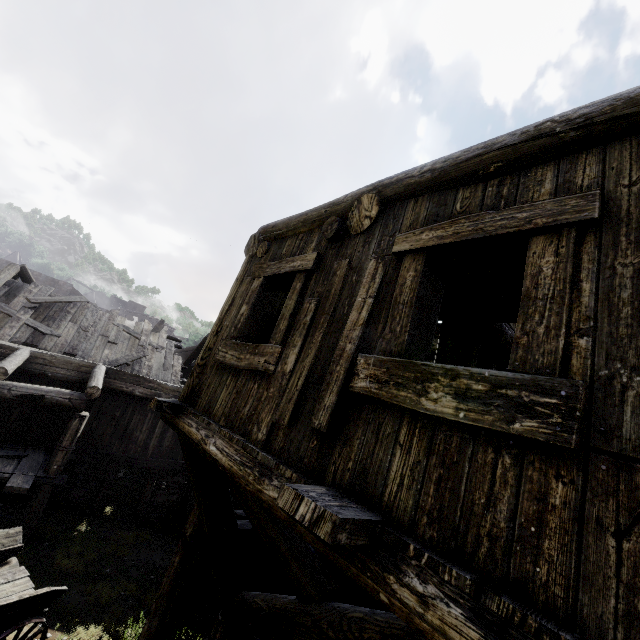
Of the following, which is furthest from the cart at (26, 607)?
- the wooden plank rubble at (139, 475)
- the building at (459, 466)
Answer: the wooden plank rubble at (139, 475)

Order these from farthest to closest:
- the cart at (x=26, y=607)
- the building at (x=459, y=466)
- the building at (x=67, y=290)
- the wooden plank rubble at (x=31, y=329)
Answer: the building at (x=67, y=290)
the wooden plank rubble at (x=31, y=329)
the cart at (x=26, y=607)
the building at (x=459, y=466)

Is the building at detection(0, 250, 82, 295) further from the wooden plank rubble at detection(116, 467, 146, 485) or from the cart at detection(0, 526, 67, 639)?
the cart at detection(0, 526, 67, 639)

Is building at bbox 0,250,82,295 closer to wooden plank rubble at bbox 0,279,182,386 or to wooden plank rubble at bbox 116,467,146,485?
wooden plank rubble at bbox 0,279,182,386

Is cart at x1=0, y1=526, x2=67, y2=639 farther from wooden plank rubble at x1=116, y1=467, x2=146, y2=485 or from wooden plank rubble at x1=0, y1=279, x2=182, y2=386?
wooden plank rubble at x1=116, y1=467, x2=146, y2=485

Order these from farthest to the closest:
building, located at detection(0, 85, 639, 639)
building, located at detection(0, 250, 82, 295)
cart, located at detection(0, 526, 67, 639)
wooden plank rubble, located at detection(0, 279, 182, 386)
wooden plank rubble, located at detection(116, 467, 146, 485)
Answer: wooden plank rubble, located at detection(116, 467, 146, 485) → building, located at detection(0, 250, 82, 295) → wooden plank rubble, located at detection(0, 279, 182, 386) → cart, located at detection(0, 526, 67, 639) → building, located at detection(0, 85, 639, 639)

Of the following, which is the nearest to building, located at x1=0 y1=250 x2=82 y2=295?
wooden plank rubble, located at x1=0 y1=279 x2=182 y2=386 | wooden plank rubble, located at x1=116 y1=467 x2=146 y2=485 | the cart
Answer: wooden plank rubble, located at x1=0 y1=279 x2=182 y2=386

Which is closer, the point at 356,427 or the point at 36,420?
the point at 356,427
